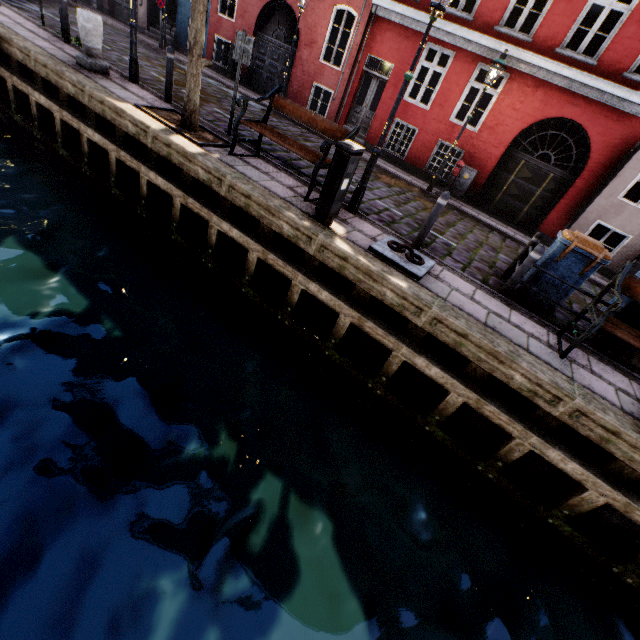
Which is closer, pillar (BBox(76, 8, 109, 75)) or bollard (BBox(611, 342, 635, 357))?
bollard (BBox(611, 342, 635, 357))

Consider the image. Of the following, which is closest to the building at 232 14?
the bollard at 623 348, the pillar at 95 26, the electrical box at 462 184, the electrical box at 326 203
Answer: the electrical box at 462 184

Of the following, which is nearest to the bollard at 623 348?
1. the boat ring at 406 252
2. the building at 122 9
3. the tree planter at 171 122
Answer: the boat ring at 406 252

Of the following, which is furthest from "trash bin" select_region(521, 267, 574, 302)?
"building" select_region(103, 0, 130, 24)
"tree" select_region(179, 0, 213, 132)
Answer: "building" select_region(103, 0, 130, 24)

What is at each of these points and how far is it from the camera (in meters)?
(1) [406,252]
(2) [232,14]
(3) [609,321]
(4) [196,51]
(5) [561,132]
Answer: (1) boat ring, 5.67
(2) building, 15.75
(3) bench, 4.70
(4) tree, 6.02
(5) building, 17.95

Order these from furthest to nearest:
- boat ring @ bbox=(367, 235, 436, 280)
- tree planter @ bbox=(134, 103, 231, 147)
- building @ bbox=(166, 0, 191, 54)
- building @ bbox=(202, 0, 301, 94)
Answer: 1. building @ bbox=(166, 0, 191, 54)
2. building @ bbox=(202, 0, 301, 94)
3. tree planter @ bbox=(134, 103, 231, 147)
4. boat ring @ bbox=(367, 235, 436, 280)

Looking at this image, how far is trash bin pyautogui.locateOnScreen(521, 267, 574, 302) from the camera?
5.7m

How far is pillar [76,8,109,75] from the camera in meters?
7.2 m
